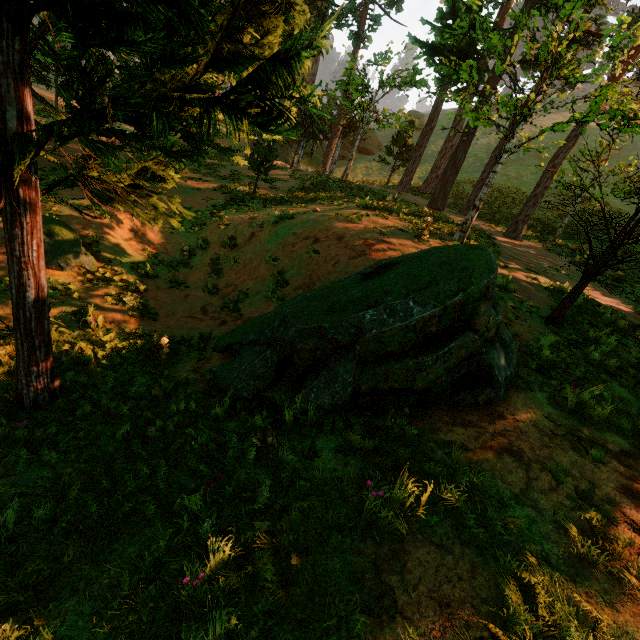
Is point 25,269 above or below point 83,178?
below
